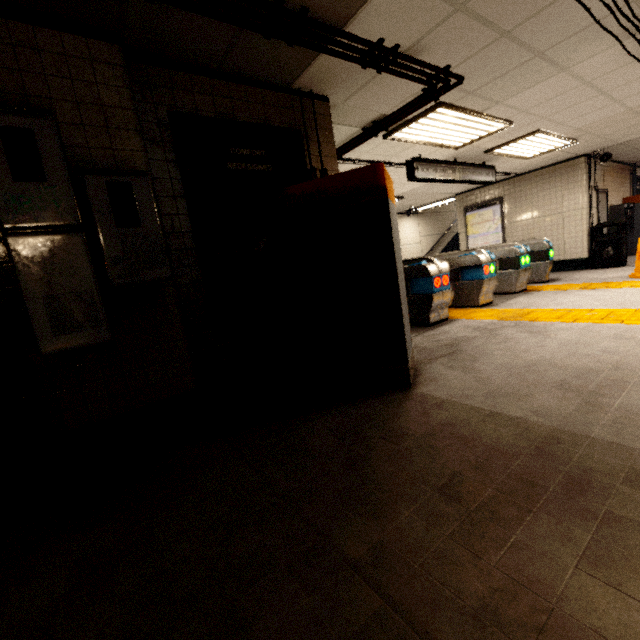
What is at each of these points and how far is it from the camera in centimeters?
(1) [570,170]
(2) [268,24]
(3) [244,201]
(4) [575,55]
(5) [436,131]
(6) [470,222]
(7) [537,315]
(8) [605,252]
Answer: (1) building, 853cm
(2) pipe, 229cm
(3) sign, 298cm
(4) storm drain, 351cm
(5) fluorescent light, 495cm
(6) sign, 1093cm
(7) groundtactileadastrip, 468cm
(8) trash can, 835cm

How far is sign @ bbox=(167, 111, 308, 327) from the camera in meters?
2.7

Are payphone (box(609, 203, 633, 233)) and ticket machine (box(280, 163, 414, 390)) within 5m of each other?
no

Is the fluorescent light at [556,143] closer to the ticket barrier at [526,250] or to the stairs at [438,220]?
the ticket barrier at [526,250]

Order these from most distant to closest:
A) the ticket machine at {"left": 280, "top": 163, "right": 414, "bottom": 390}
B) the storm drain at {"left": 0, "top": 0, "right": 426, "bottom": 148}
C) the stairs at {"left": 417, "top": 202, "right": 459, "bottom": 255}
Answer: the stairs at {"left": 417, "top": 202, "right": 459, "bottom": 255}, the ticket machine at {"left": 280, "top": 163, "right": 414, "bottom": 390}, the storm drain at {"left": 0, "top": 0, "right": 426, "bottom": 148}

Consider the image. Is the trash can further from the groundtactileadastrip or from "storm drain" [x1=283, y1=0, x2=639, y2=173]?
"storm drain" [x1=283, y1=0, x2=639, y2=173]

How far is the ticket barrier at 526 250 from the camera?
5.0 meters

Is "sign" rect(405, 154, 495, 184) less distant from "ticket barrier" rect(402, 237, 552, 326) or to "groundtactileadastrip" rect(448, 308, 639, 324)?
"ticket barrier" rect(402, 237, 552, 326)
